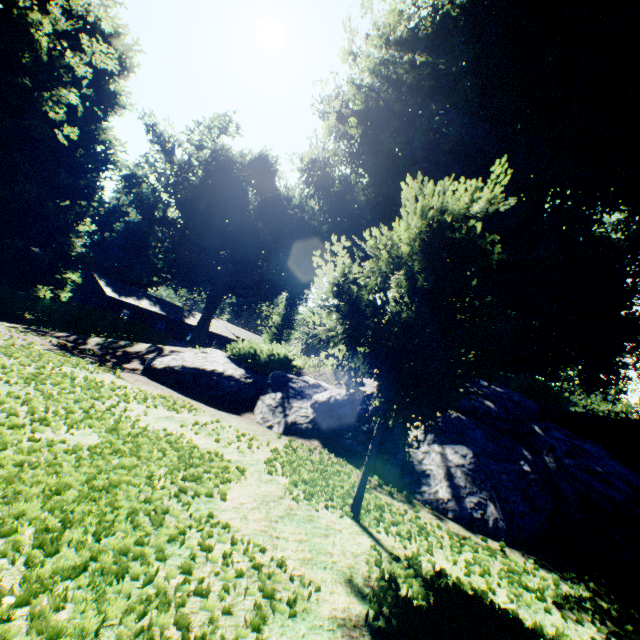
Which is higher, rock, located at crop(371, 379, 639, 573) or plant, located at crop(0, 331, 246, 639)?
rock, located at crop(371, 379, 639, 573)

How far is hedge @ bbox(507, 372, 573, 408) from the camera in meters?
12.3

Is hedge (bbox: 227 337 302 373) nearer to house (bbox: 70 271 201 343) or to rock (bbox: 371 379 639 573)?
rock (bbox: 371 379 639 573)

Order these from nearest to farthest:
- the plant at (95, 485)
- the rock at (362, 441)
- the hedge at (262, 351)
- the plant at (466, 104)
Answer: the plant at (95, 485)
the plant at (466, 104)
the rock at (362, 441)
the hedge at (262, 351)

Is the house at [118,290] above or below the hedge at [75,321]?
above

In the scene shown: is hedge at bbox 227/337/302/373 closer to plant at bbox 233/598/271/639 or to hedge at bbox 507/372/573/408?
plant at bbox 233/598/271/639

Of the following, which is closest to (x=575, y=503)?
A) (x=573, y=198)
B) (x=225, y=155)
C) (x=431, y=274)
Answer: (x=431, y=274)

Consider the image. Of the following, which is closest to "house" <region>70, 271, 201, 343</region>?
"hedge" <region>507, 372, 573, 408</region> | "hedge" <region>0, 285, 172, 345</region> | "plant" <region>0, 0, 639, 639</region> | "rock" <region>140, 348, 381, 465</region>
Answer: "plant" <region>0, 0, 639, 639</region>
